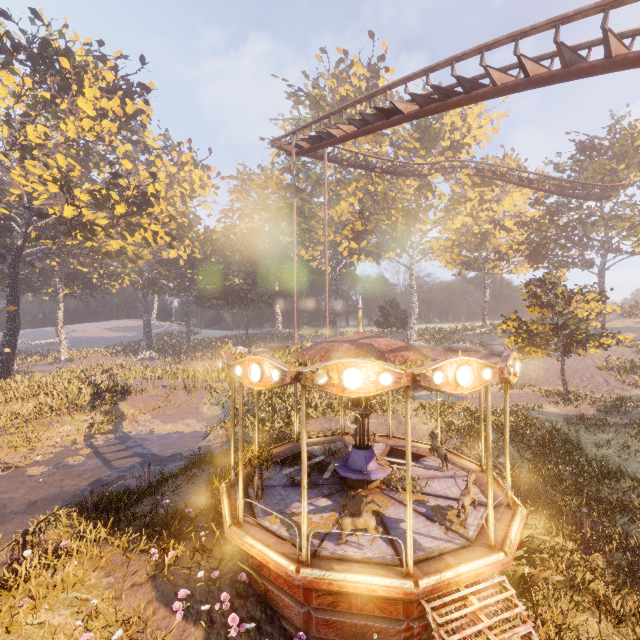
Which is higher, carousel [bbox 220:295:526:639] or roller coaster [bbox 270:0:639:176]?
roller coaster [bbox 270:0:639:176]

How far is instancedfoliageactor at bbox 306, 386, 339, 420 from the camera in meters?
17.8 m

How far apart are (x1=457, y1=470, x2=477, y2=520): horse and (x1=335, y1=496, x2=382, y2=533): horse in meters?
1.9 m

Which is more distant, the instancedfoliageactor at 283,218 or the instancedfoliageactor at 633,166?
the instancedfoliageactor at 633,166

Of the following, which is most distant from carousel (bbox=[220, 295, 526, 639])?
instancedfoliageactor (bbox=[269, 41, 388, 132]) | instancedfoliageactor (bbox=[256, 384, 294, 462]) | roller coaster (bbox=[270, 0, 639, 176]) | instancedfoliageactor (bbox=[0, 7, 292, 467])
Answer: instancedfoliageactor (bbox=[0, 7, 292, 467])

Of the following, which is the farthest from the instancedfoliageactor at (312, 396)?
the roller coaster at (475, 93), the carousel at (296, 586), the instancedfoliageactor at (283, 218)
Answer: the instancedfoliageactor at (283, 218)

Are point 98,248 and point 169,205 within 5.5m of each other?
no

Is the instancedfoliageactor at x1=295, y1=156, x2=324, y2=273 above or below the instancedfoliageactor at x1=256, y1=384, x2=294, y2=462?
above
